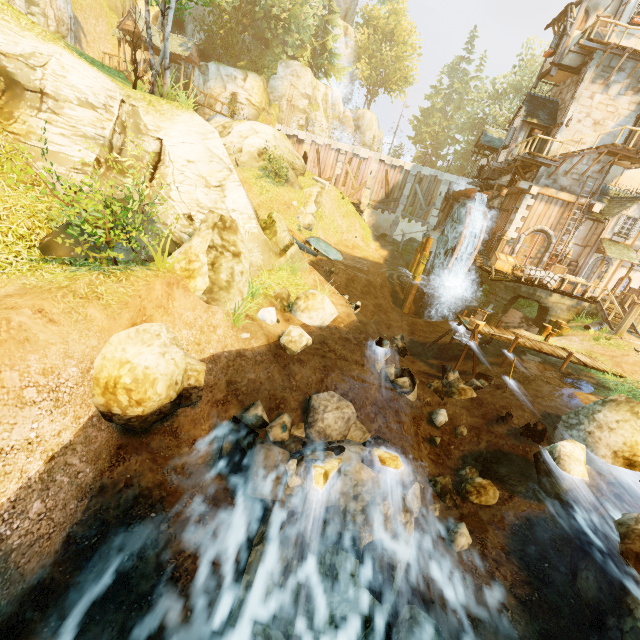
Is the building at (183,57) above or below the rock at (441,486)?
above

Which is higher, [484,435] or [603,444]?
[603,444]

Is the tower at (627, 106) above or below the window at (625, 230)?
above

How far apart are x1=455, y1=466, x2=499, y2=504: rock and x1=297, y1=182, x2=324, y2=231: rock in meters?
21.2 m

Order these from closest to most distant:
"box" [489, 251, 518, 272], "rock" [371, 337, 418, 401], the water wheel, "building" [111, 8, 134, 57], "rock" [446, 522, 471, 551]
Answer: "rock" [446, 522, 471, 551] → "rock" [371, 337, 418, 401] → "box" [489, 251, 518, 272] → the water wheel → "building" [111, 8, 134, 57]

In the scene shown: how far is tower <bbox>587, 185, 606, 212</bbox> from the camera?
20.2 meters

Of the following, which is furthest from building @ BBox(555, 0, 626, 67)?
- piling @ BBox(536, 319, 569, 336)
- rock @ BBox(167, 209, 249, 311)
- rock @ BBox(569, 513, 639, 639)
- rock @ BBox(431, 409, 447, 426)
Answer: rock @ BBox(167, 209, 249, 311)

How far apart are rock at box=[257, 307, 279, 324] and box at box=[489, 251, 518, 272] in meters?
17.7
